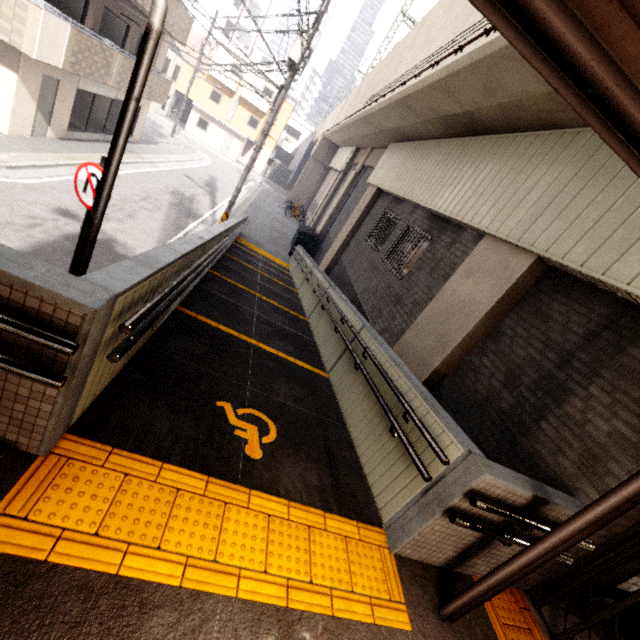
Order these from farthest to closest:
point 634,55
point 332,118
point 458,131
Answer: point 332,118
point 458,131
point 634,55

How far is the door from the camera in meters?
11.0

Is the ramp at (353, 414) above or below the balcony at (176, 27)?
below

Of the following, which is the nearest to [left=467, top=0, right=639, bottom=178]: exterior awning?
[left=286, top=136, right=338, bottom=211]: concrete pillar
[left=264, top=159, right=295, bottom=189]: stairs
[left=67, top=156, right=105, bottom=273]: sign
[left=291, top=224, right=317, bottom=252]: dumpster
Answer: [left=67, top=156, right=105, bottom=273]: sign

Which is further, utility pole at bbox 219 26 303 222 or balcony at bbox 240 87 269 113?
balcony at bbox 240 87 269 113

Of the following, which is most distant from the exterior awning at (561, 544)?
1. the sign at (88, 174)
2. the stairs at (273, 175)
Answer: the stairs at (273, 175)

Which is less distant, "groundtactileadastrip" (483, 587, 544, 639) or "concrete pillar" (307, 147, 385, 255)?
"groundtactileadastrip" (483, 587, 544, 639)

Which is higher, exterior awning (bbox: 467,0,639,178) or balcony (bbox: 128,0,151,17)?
balcony (bbox: 128,0,151,17)
